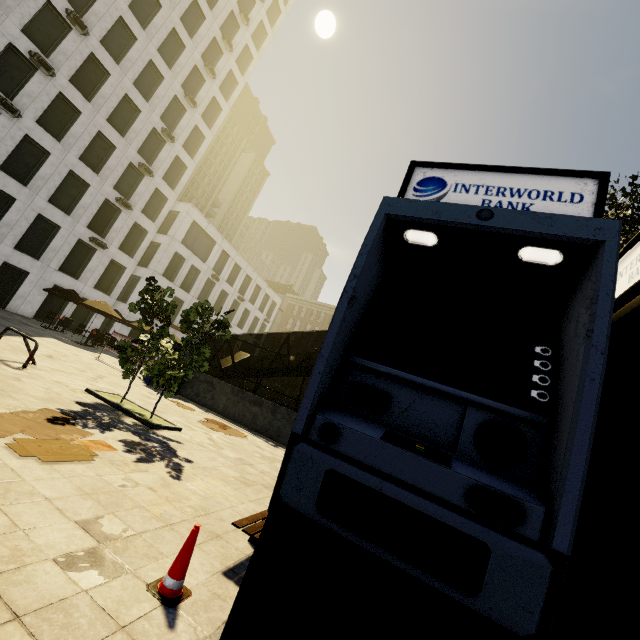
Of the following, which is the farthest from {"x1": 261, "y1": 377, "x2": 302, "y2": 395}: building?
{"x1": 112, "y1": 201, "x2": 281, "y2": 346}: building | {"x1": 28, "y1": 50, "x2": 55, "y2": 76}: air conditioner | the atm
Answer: {"x1": 28, "y1": 50, "x2": 55, "y2": 76}: air conditioner

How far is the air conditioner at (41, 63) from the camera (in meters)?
19.88

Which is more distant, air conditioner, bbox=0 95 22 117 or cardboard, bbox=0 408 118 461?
air conditioner, bbox=0 95 22 117

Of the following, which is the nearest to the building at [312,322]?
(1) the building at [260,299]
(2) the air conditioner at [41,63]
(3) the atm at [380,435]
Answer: (1) the building at [260,299]

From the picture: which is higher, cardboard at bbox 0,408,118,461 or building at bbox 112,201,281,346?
building at bbox 112,201,281,346

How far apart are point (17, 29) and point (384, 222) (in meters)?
31.24

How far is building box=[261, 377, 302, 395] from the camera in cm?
5597

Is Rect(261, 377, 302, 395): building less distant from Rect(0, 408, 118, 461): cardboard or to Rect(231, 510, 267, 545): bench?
Rect(0, 408, 118, 461): cardboard
